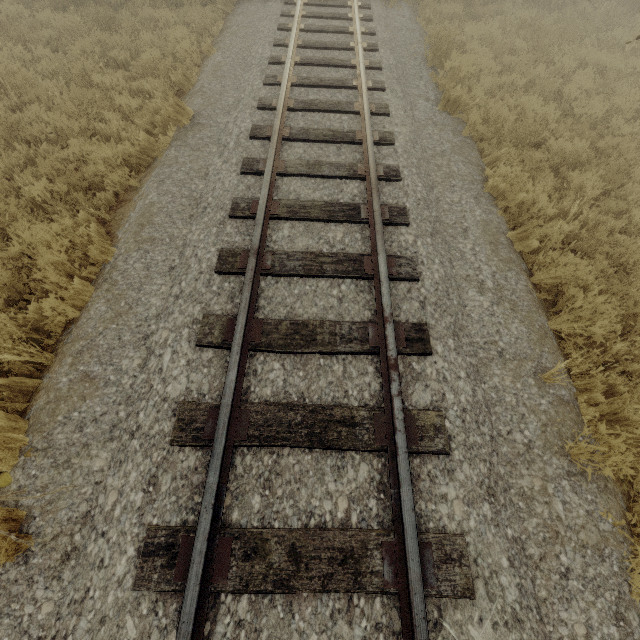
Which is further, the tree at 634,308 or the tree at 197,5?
the tree at 197,5

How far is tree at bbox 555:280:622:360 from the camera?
3.8m

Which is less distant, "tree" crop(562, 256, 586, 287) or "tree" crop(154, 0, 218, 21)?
"tree" crop(562, 256, 586, 287)

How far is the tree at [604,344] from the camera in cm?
381

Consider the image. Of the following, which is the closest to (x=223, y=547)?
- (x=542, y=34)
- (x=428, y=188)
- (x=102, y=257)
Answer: (x=102, y=257)
